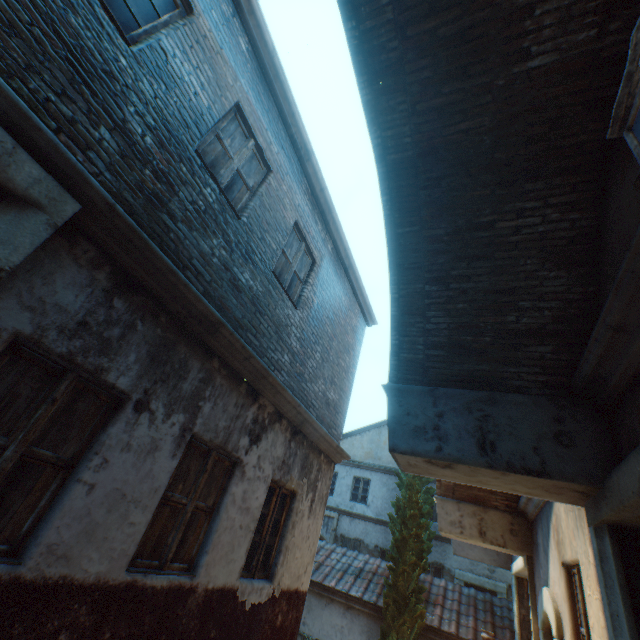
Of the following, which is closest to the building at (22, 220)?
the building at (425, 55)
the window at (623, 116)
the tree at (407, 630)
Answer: the tree at (407, 630)

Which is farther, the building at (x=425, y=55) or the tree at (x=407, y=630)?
the tree at (x=407, y=630)

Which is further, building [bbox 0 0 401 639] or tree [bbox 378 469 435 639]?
tree [bbox 378 469 435 639]

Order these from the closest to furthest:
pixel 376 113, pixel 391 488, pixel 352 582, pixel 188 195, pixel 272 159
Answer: pixel 376 113
pixel 188 195
pixel 272 159
pixel 352 582
pixel 391 488

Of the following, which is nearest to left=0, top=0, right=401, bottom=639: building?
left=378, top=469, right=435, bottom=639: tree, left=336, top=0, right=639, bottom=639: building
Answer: left=378, top=469, right=435, bottom=639: tree

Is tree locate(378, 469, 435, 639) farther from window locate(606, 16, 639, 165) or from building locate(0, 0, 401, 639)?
window locate(606, 16, 639, 165)

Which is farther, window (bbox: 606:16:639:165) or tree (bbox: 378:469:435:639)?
tree (bbox: 378:469:435:639)
